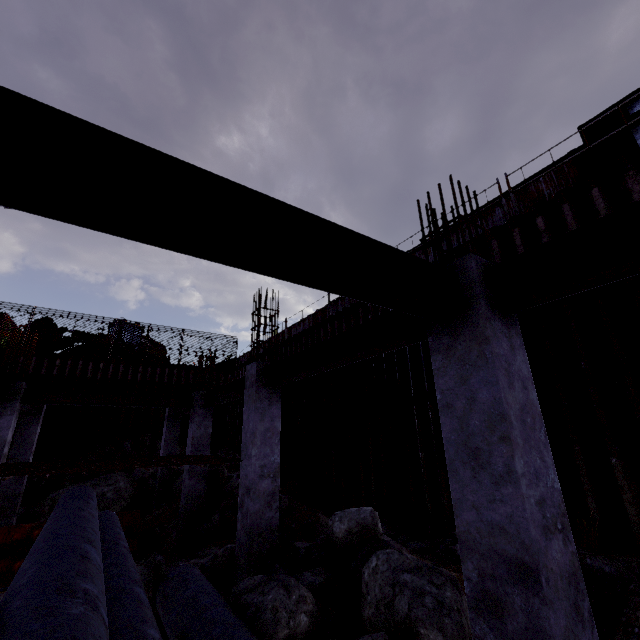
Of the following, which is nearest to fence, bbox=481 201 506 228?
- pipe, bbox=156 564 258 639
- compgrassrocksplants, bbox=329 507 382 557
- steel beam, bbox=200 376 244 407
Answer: steel beam, bbox=200 376 244 407

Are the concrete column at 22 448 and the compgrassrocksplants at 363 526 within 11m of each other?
no

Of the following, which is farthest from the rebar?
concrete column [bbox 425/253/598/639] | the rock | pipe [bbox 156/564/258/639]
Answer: concrete column [bbox 425/253/598/639]

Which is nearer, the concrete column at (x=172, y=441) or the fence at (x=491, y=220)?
the fence at (x=491, y=220)

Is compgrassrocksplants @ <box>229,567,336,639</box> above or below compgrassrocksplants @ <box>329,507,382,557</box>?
below

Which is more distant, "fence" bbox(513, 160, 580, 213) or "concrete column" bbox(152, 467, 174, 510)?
"concrete column" bbox(152, 467, 174, 510)

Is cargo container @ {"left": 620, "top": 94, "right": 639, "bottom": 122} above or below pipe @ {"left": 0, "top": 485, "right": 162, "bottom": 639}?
above

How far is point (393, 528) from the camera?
8.24m
